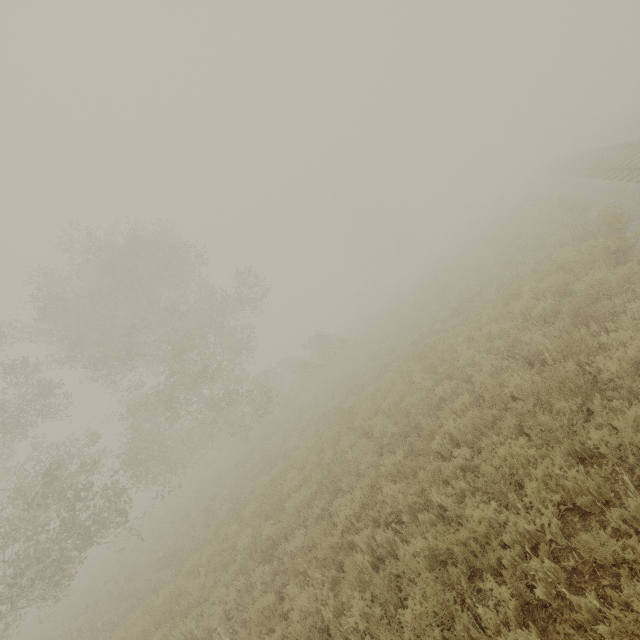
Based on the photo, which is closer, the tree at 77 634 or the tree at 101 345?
the tree at 77 634

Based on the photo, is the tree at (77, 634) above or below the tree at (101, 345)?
below

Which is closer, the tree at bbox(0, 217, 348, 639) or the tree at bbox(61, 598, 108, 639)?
the tree at bbox(61, 598, 108, 639)

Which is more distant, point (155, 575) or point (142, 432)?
point (142, 432)

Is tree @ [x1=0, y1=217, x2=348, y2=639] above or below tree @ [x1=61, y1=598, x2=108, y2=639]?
above
